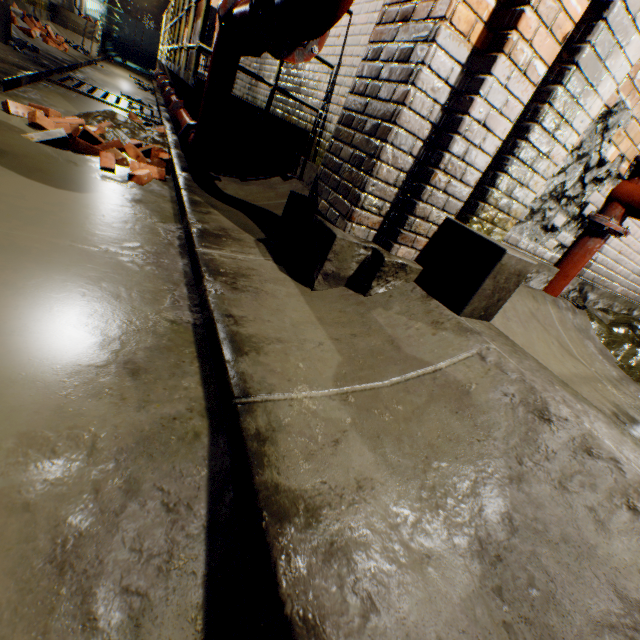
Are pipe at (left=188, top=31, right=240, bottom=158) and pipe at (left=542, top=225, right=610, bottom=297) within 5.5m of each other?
yes

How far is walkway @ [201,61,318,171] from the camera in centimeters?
363cm

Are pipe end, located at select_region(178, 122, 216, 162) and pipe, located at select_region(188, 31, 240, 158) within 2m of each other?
yes

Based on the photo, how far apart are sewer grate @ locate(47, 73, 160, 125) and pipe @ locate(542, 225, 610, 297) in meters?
6.6 m

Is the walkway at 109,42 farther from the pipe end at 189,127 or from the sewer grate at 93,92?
the pipe end at 189,127

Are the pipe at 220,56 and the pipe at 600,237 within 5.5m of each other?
yes

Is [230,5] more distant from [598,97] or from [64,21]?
[64,21]

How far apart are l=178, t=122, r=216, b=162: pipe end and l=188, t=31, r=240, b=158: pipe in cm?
4
